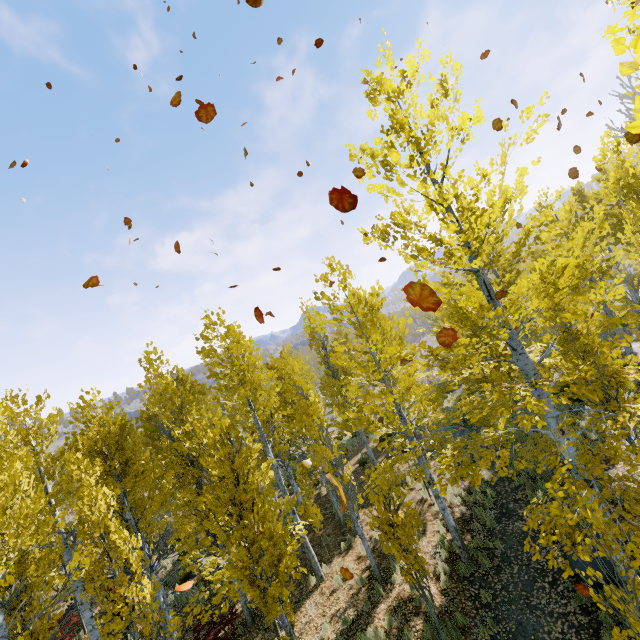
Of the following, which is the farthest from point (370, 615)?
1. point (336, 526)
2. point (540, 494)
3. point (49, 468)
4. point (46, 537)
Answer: point (49, 468)
